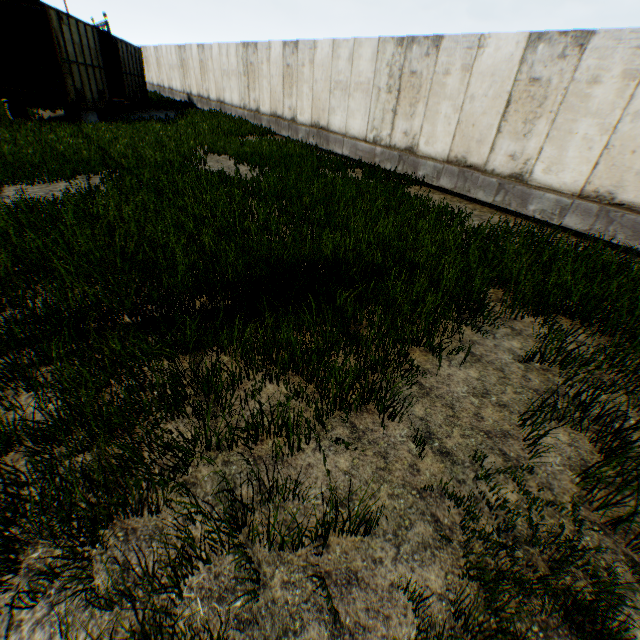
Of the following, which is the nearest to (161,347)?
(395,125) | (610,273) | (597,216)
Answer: (610,273)

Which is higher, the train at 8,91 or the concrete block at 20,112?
the train at 8,91

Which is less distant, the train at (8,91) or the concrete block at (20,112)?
the train at (8,91)

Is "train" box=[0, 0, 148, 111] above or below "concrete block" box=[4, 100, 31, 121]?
above

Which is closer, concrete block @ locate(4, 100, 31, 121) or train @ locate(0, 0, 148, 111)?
train @ locate(0, 0, 148, 111)
